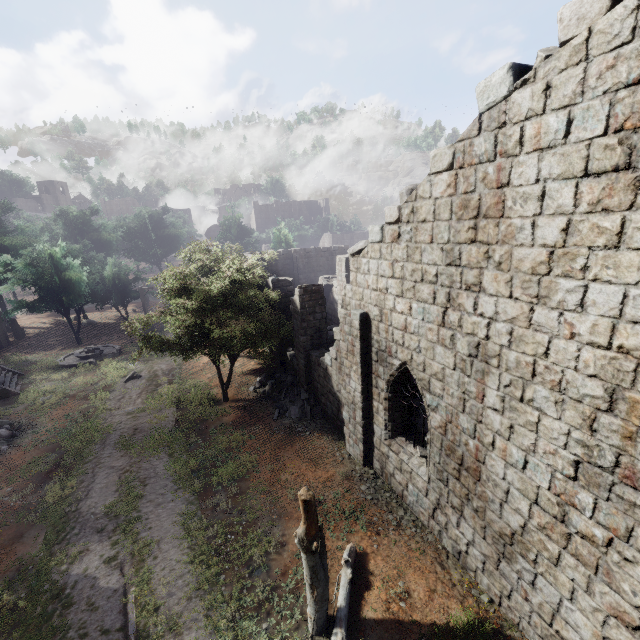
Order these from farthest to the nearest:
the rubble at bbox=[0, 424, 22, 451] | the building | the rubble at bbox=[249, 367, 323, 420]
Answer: the rubble at bbox=[249, 367, 323, 420] < the rubble at bbox=[0, 424, 22, 451] < the building

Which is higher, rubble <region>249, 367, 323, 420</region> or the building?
the building

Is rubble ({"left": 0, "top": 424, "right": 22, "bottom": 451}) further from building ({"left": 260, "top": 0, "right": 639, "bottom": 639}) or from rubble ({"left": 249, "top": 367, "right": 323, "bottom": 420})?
rubble ({"left": 249, "top": 367, "right": 323, "bottom": 420})

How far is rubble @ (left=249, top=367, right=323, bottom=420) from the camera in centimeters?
1562cm

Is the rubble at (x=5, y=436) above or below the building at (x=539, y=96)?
below

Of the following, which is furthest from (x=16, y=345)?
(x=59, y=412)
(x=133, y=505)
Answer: (x=133, y=505)

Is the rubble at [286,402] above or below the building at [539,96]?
below
